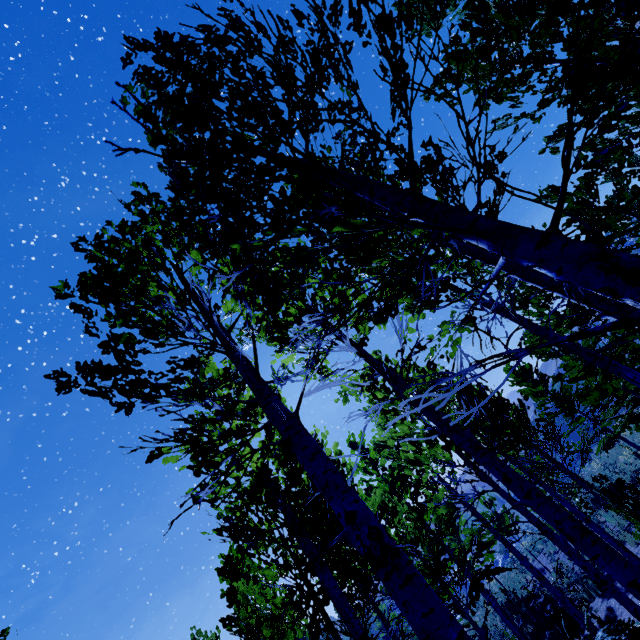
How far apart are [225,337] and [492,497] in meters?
23.6
